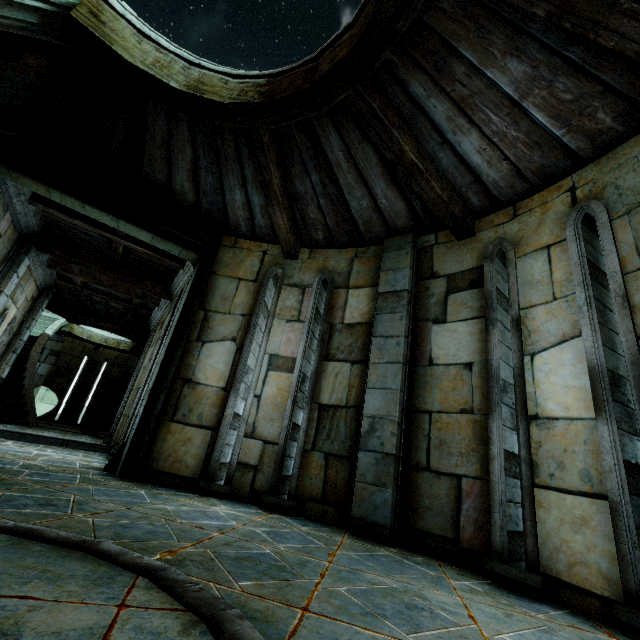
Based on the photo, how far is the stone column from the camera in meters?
4.6 m

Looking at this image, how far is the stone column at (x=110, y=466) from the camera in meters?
4.6 m

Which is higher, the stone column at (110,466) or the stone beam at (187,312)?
the stone beam at (187,312)

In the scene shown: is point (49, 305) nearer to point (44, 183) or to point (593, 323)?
point (44, 183)

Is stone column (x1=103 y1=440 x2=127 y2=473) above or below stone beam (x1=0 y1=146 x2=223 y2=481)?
below
